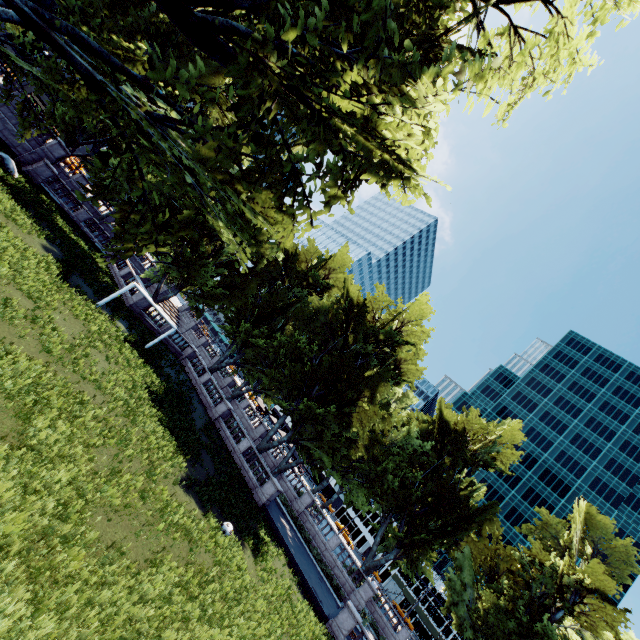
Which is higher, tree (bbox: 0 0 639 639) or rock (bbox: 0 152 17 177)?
tree (bbox: 0 0 639 639)

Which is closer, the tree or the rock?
the tree

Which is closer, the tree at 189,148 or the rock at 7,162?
the tree at 189,148

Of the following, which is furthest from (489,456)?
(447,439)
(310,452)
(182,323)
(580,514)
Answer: (182,323)

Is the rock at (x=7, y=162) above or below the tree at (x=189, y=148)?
below
